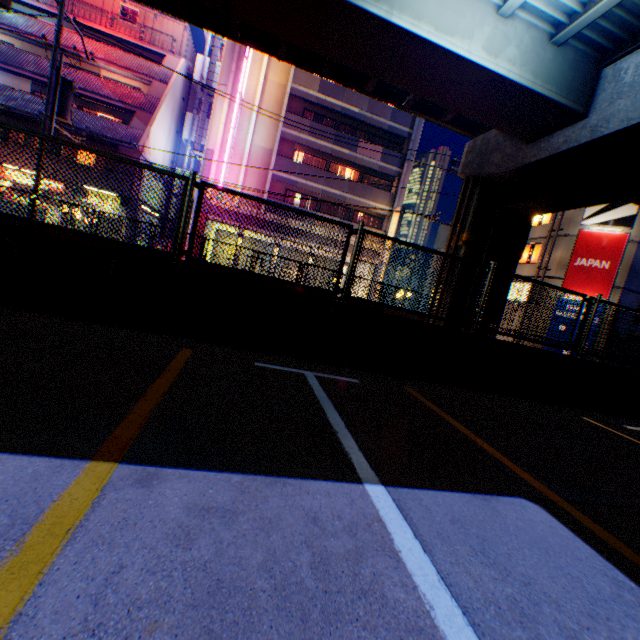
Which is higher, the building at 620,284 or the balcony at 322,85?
the balcony at 322,85

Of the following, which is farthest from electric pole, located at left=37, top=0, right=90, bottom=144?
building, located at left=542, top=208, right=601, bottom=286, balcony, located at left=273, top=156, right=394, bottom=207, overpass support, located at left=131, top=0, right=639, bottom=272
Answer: building, located at left=542, top=208, right=601, bottom=286

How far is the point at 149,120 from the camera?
22.86m

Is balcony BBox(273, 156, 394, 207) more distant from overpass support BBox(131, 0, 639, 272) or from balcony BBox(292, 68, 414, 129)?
overpass support BBox(131, 0, 639, 272)

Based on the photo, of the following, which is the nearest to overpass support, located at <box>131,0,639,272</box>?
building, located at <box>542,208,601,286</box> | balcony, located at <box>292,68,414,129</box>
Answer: building, located at <box>542,208,601,286</box>

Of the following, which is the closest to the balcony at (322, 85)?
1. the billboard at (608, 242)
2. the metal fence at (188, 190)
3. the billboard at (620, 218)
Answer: the metal fence at (188, 190)

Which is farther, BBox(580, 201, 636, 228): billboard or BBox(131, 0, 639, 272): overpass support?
BBox(580, 201, 636, 228): billboard

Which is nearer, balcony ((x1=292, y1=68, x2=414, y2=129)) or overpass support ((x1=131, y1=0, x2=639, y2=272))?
overpass support ((x1=131, y1=0, x2=639, y2=272))
